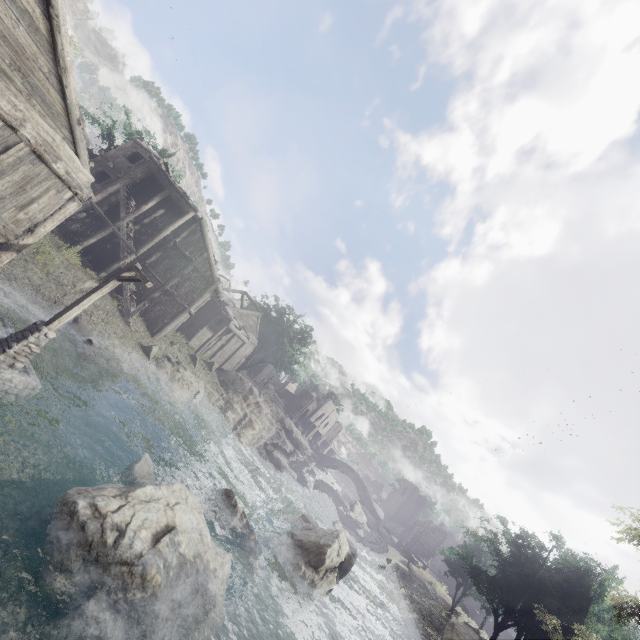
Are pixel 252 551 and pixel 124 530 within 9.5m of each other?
yes

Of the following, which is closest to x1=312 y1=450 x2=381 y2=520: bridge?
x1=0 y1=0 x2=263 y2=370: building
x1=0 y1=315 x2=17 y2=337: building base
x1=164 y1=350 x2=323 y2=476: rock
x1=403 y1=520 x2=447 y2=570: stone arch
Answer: x1=403 y1=520 x2=447 y2=570: stone arch

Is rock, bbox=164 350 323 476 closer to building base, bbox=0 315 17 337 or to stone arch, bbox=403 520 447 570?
stone arch, bbox=403 520 447 570

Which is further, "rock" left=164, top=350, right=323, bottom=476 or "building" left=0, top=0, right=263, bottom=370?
"rock" left=164, top=350, right=323, bottom=476

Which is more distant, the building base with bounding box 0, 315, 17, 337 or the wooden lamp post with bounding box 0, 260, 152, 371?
the building base with bounding box 0, 315, 17, 337

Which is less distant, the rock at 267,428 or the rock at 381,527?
the rock at 267,428

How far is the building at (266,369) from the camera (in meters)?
55.94

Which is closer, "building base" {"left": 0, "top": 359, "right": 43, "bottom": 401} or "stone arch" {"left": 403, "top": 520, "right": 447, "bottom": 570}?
"building base" {"left": 0, "top": 359, "right": 43, "bottom": 401}
